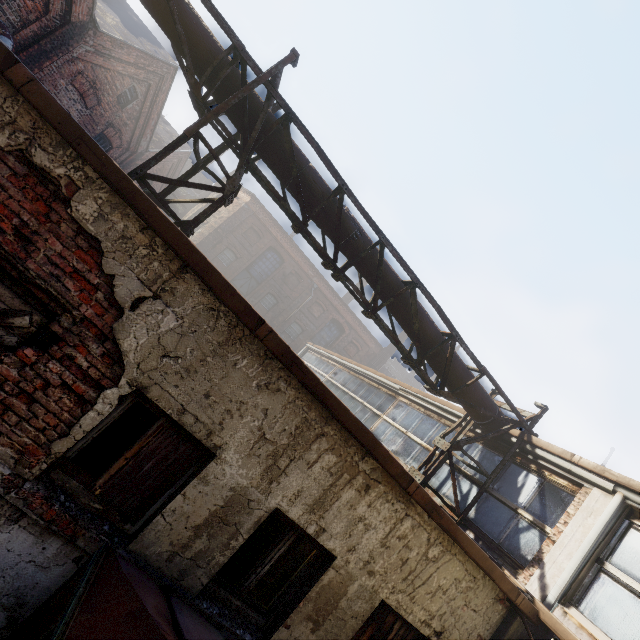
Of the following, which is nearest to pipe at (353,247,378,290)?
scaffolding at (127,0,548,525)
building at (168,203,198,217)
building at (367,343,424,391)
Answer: scaffolding at (127,0,548,525)

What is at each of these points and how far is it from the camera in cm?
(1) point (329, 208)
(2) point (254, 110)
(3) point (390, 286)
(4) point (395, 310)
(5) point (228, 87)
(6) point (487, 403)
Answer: (1) pipe, 568
(2) pipe, 519
(3) pipe, 616
(4) pipe, 636
(5) pipe, 508
(6) pipe, 698

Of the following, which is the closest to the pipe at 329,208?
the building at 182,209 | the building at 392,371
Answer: the building at 182,209

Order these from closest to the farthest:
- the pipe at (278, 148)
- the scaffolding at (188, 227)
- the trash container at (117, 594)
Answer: the trash container at (117, 594) → the scaffolding at (188, 227) → the pipe at (278, 148)

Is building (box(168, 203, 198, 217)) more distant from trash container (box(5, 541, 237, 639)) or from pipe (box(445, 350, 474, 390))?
trash container (box(5, 541, 237, 639))

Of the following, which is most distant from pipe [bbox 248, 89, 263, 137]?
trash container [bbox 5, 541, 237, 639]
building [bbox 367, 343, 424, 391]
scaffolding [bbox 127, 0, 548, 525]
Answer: building [bbox 367, 343, 424, 391]
